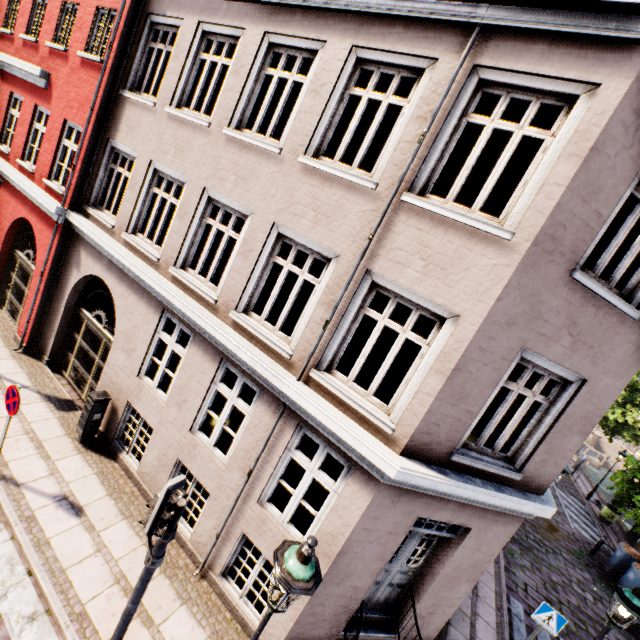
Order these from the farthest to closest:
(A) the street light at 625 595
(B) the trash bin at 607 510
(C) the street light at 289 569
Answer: (B) the trash bin at 607 510
(A) the street light at 625 595
(C) the street light at 289 569

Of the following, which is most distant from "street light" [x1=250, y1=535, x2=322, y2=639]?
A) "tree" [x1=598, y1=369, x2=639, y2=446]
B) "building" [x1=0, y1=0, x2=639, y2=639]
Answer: "building" [x1=0, y1=0, x2=639, y2=639]

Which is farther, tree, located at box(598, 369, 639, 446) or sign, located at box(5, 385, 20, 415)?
tree, located at box(598, 369, 639, 446)

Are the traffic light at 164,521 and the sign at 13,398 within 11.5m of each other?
yes

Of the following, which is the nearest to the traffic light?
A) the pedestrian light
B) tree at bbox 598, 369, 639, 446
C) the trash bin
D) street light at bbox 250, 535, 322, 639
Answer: the pedestrian light

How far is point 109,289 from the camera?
10.4 meters

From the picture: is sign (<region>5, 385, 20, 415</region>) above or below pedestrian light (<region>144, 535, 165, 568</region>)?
below

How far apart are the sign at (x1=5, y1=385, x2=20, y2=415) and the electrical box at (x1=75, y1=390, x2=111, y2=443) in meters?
1.5 m
